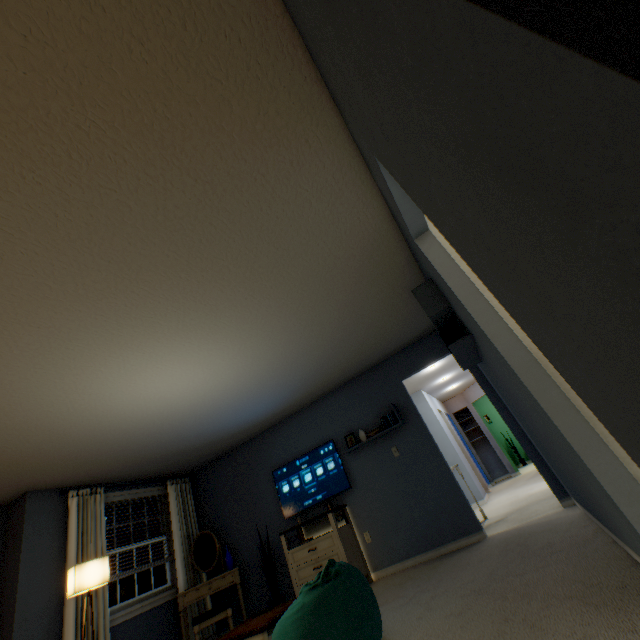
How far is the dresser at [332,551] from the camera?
4.06m

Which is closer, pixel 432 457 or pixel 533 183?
pixel 533 183

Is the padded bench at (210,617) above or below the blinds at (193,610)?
below

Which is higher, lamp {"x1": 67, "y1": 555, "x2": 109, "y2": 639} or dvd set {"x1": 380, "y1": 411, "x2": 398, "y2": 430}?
dvd set {"x1": 380, "y1": 411, "x2": 398, "y2": 430}

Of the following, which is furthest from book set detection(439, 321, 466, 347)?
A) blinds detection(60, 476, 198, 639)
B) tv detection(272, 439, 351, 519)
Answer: blinds detection(60, 476, 198, 639)

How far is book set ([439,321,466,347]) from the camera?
2.5m

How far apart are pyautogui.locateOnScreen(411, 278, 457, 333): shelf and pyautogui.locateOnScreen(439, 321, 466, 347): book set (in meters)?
0.01

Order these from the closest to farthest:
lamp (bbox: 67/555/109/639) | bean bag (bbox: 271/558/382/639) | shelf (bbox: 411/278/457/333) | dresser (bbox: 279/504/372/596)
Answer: bean bag (bbox: 271/558/382/639), shelf (bbox: 411/278/457/333), lamp (bbox: 67/555/109/639), dresser (bbox: 279/504/372/596)
